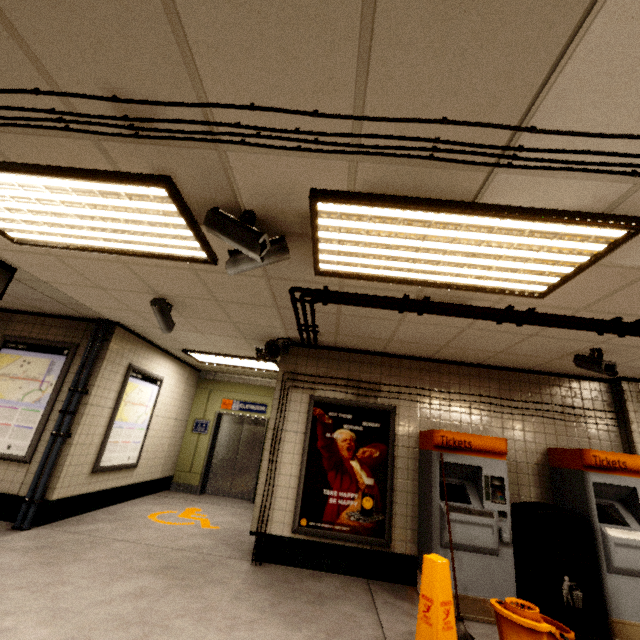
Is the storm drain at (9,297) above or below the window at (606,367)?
above

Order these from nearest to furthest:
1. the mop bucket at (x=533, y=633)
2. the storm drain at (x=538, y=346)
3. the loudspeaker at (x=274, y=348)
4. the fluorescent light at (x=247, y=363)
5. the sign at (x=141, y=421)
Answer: the mop bucket at (x=533, y=633)
the storm drain at (x=538, y=346)
the loudspeaker at (x=274, y=348)
the sign at (x=141, y=421)
the fluorescent light at (x=247, y=363)

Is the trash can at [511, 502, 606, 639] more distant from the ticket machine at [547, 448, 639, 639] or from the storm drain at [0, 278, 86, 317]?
the storm drain at [0, 278, 86, 317]

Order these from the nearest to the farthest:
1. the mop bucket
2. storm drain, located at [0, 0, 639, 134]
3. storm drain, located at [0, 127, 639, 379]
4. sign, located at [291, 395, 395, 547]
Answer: storm drain, located at [0, 0, 639, 134]
storm drain, located at [0, 127, 639, 379]
the mop bucket
sign, located at [291, 395, 395, 547]

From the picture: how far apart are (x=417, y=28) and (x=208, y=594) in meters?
4.6 m

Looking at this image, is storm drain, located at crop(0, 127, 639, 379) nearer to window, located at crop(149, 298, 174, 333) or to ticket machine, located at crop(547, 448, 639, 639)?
window, located at crop(149, 298, 174, 333)

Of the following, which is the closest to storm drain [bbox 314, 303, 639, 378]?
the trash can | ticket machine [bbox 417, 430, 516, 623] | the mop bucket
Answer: ticket machine [bbox 417, 430, 516, 623]

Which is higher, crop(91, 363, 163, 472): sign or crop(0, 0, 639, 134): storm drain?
crop(0, 0, 639, 134): storm drain
